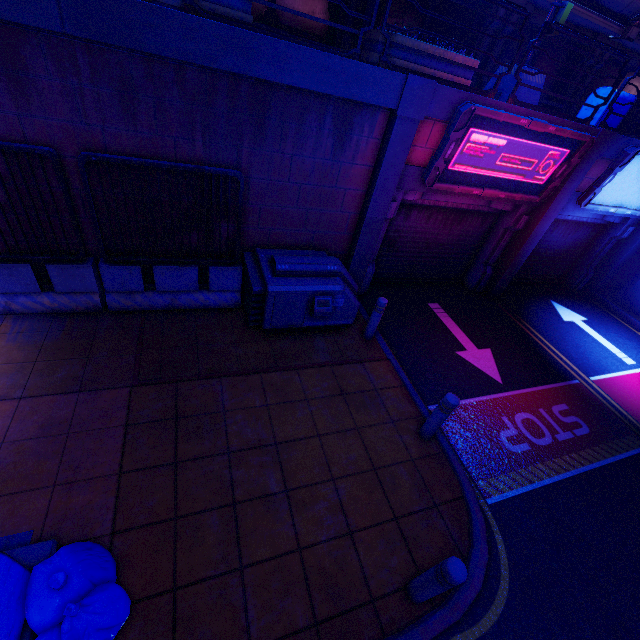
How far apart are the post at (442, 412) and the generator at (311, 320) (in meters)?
2.55

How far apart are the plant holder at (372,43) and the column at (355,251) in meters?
0.4 m

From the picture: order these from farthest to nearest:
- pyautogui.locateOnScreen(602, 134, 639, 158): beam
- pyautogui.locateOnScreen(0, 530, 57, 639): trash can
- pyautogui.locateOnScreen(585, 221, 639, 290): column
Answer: pyautogui.locateOnScreen(585, 221, 639, 290): column < pyautogui.locateOnScreen(602, 134, 639, 158): beam < pyautogui.locateOnScreen(0, 530, 57, 639): trash can

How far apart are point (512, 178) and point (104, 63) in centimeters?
795cm

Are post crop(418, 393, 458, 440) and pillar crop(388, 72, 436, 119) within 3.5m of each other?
no

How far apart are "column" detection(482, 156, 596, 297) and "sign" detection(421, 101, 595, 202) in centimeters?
43cm

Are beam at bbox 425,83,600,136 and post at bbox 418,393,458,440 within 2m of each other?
no

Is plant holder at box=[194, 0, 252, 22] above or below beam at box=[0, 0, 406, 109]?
above
